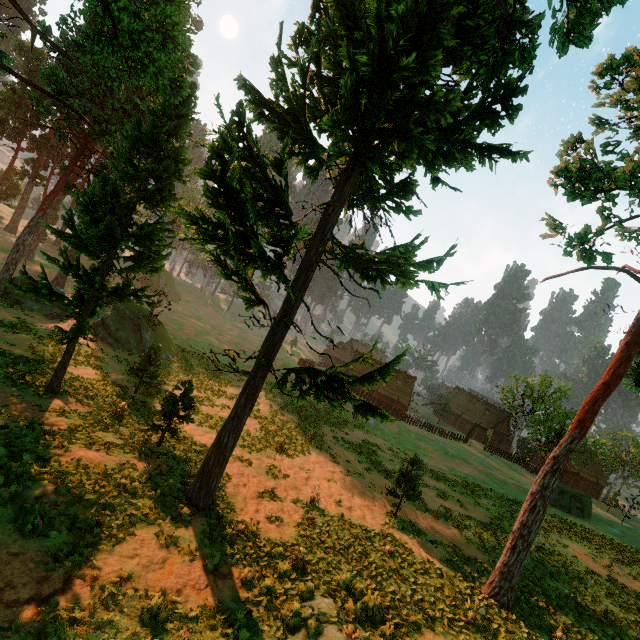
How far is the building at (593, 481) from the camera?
59.03m

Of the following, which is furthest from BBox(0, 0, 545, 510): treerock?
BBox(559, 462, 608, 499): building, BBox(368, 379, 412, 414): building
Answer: BBox(559, 462, 608, 499): building

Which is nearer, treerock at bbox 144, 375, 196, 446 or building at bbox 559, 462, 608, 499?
treerock at bbox 144, 375, 196, 446

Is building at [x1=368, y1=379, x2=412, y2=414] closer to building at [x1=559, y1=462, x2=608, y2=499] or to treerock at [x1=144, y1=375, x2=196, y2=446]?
treerock at [x1=144, y1=375, x2=196, y2=446]

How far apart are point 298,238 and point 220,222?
2.5m

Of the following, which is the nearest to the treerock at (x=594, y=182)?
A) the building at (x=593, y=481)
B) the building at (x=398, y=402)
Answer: the building at (x=398, y=402)
